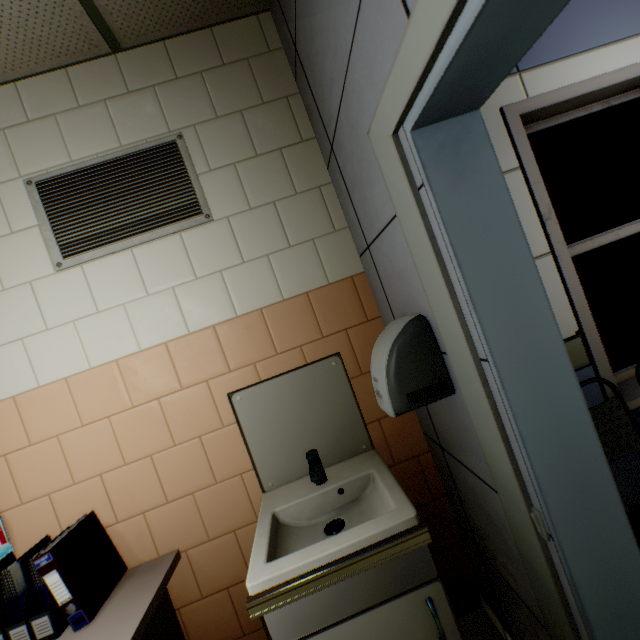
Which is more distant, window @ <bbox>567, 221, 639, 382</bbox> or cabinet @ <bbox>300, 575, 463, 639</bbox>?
window @ <bbox>567, 221, 639, 382</bbox>

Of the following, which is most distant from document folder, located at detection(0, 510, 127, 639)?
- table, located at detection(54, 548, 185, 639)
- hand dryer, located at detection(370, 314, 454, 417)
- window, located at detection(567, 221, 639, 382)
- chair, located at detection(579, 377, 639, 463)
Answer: window, located at detection(567, 221, 639, 382)

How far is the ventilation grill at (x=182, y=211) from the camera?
1.56m

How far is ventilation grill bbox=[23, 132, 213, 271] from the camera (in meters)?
1.56

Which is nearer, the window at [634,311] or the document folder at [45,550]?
the document folder at [45,550]

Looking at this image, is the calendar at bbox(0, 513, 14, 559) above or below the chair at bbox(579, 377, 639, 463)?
above

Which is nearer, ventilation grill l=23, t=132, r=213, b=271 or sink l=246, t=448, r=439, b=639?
sink l=246, t=448, r=439, b=639

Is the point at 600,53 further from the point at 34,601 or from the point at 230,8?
the point at 34,601
